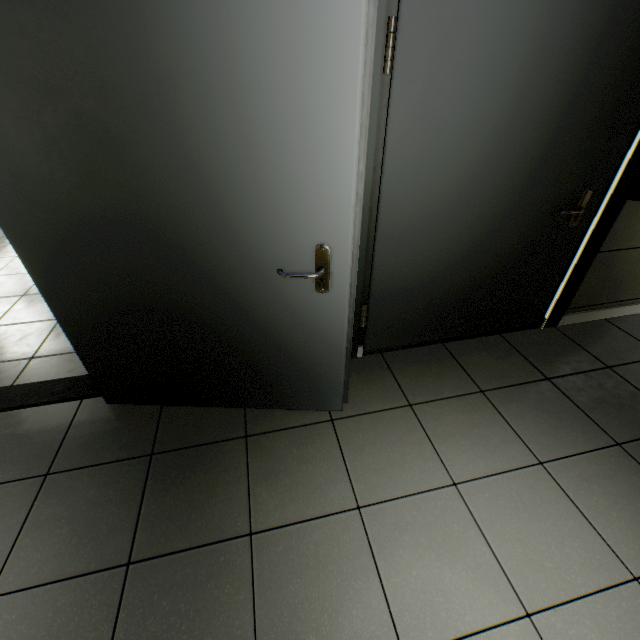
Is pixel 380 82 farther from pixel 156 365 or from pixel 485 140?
pixel 156 365

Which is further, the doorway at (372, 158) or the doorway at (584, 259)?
the doorway at (584, 259)

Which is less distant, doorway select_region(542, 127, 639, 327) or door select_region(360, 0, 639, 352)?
door select_region(360, 0, 639, 352)

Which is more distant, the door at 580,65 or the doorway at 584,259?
the doorway at 584,259

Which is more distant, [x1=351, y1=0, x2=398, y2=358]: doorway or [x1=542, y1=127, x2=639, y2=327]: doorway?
[x1=542, y1=127, x2=639, y2=327]: doorway

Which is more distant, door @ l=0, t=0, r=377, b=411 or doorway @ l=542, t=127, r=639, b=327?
doorway @ l=542, t=127, r=639, b=327
